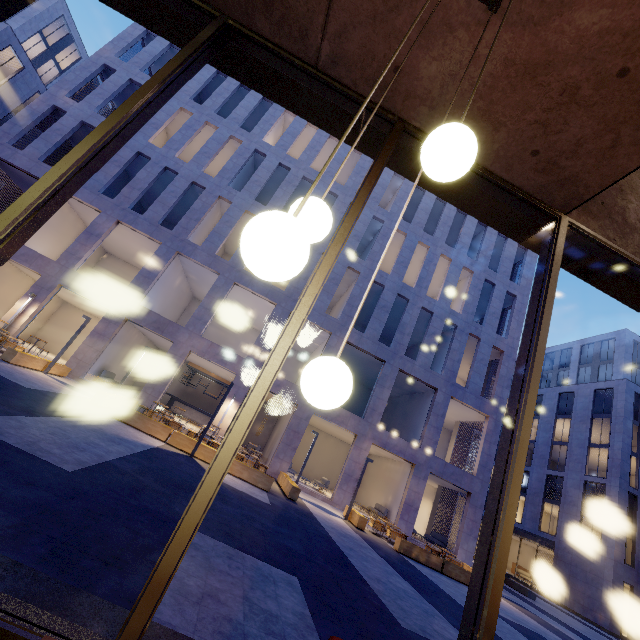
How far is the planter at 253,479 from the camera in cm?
1173

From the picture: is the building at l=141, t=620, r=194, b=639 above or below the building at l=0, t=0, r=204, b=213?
below

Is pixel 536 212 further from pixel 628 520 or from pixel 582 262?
pixel 628 520

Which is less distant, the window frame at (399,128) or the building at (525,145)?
the window frame at (399,128)

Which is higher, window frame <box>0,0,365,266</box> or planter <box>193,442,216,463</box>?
window frame <box>0,0,365,266</box>

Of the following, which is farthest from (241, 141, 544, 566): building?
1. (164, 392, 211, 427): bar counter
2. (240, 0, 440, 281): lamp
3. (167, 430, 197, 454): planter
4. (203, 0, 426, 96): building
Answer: (240, 0, 440, 281): lamp

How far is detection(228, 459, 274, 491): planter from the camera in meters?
11.7

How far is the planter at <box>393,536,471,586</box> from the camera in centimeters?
1292cm
